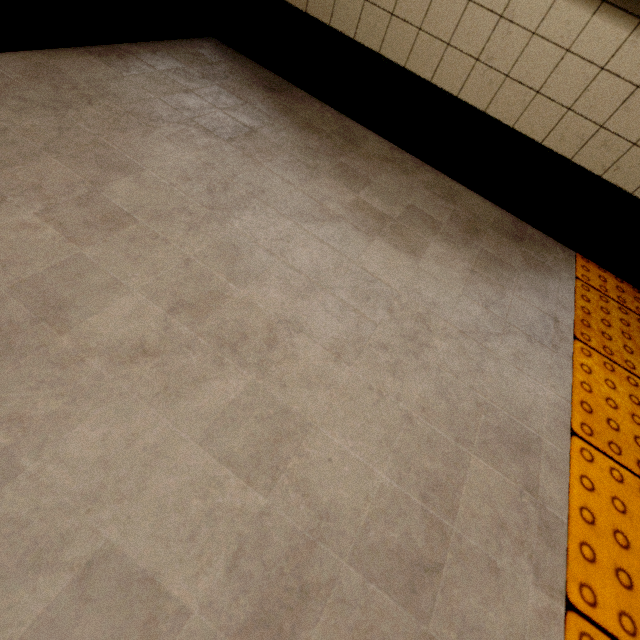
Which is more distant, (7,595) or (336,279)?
(336,279)
